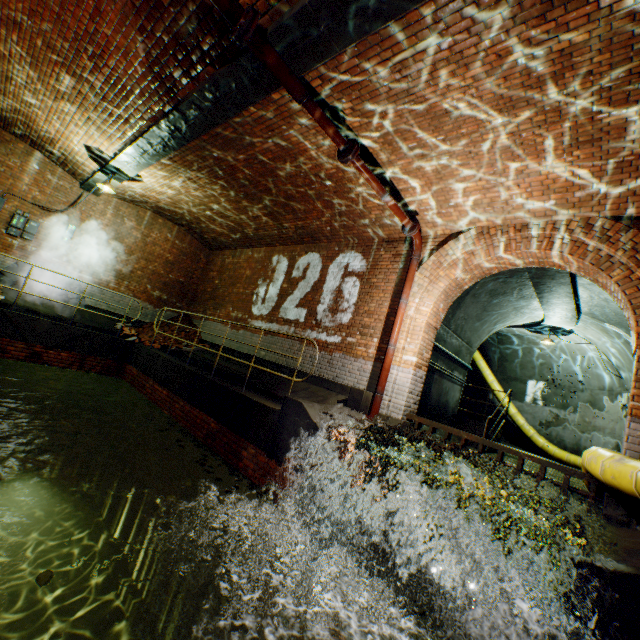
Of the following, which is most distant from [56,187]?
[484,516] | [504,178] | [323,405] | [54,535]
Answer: [484,516]

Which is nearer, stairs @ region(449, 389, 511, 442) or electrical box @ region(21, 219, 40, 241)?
stairs @ region(449, 389, 511, 442)

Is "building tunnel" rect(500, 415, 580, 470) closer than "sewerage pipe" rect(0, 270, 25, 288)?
No

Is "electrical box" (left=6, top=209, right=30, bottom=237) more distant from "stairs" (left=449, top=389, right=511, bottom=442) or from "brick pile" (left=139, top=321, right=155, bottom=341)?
"stairs" (left=449, top=389, right=511, bottom=442)

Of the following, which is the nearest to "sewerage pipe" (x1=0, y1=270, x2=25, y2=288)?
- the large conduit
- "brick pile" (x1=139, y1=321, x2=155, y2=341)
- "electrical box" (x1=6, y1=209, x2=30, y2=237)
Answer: "electrical box" (x1=6, y1=209, x2=30, y2=237)

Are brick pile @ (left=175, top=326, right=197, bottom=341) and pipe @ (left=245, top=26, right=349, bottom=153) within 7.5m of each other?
no

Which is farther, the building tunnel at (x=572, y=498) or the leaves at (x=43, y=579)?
the building tunnel at (x=572, y=498)

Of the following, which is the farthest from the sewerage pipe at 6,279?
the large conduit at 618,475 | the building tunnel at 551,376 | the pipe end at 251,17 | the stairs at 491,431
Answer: the large conduit at 618,475
